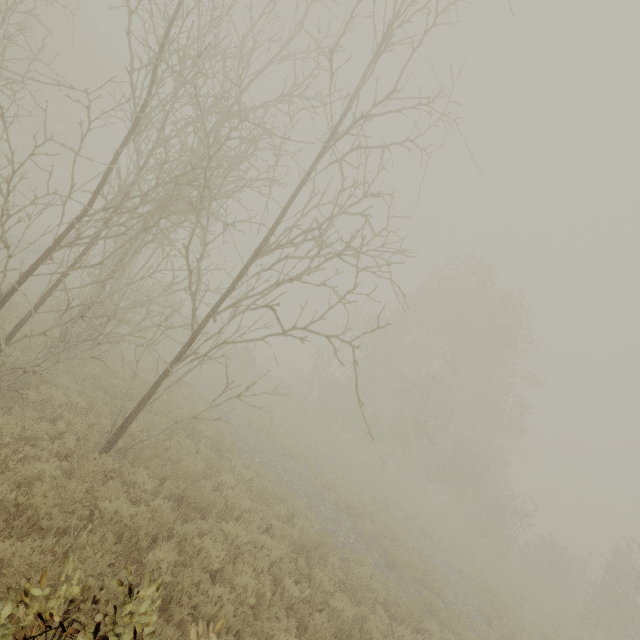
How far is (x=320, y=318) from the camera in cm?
573
